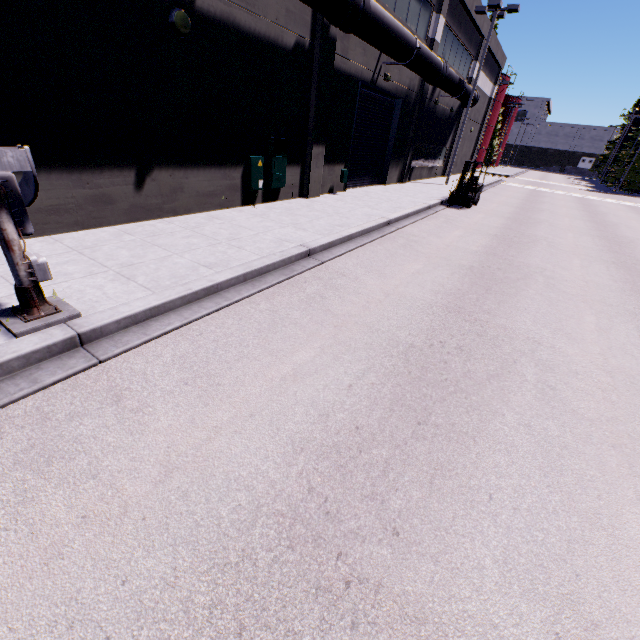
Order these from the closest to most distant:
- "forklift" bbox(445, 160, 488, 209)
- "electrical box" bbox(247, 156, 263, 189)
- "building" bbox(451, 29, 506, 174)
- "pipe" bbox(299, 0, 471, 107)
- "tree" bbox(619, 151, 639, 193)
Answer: "pipe" bbox(299, 0, 471, 107), "electrical box" bbox(247, 156, 263, 189), "forklift" bbox(445, 160, 488, 209), "building" bbox(451, 29, 506, 174), "tree" bbox(619, 151, 639, 193)

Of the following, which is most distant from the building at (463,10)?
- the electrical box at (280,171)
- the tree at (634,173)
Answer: the tree at (634,173)

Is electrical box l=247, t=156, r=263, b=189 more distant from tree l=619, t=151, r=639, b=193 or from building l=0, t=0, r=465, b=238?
tree l=619, t=151, r=639, b=193

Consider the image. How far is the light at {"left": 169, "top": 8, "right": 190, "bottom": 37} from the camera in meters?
6.9 m

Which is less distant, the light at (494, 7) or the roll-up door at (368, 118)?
the roll-up door at (368, 118)

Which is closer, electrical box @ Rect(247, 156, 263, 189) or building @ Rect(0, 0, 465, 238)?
building @ Rect(0, 0, 465, 238)

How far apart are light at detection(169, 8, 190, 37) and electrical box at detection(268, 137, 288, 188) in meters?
3.1 m

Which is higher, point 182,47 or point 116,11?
point 116,11
